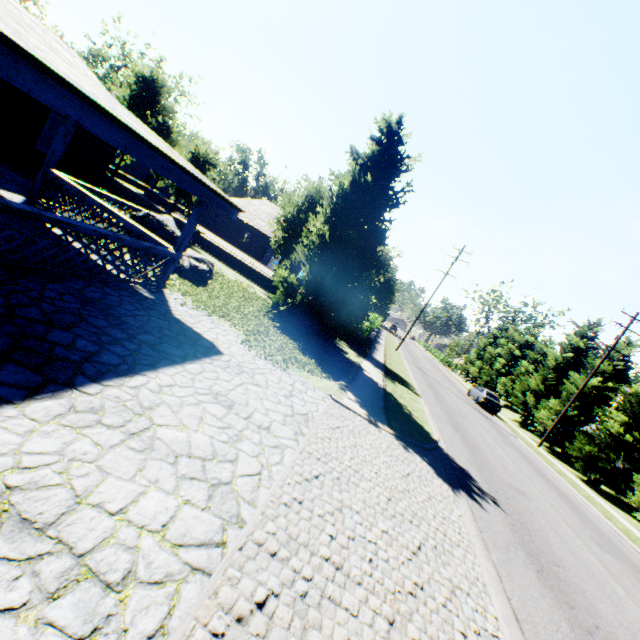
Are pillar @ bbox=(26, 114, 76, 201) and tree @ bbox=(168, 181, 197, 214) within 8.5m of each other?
no

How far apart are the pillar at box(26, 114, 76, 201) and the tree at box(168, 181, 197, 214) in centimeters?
1363cm

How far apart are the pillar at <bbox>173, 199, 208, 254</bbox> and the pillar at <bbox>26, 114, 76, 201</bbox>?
4.8m

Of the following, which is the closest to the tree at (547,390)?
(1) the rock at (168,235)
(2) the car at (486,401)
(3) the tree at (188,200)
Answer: (3) the tree at (188,200)

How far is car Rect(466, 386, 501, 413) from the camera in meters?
28.3 m

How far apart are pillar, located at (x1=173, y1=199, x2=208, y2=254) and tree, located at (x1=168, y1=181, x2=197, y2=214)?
16.4m

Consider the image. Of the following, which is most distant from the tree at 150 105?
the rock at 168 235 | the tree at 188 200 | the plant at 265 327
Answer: the rock at 168 235

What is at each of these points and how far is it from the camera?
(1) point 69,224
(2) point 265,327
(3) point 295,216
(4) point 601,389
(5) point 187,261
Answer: (1) house, 5.5 meters
(2) plant, 11.1 meters
(3) tree, 20.2 meters
(4) tree, 25.6 meters
(5) rock, 11.2 meters
